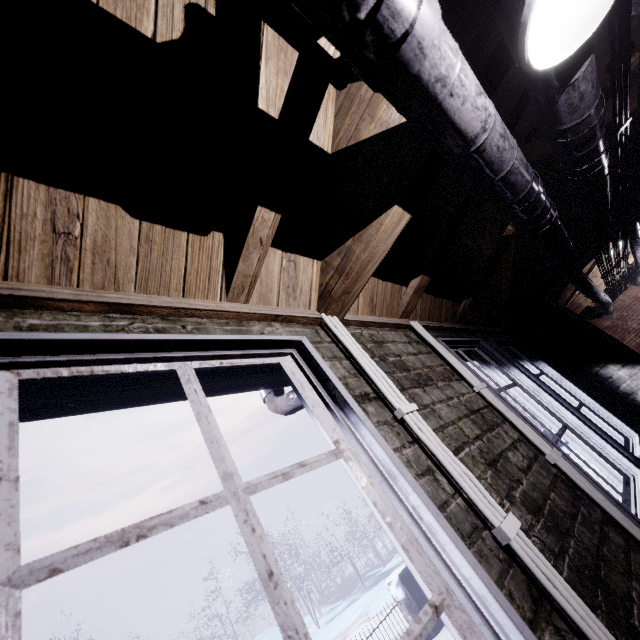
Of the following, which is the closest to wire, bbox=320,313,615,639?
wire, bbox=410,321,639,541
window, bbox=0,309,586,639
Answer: window, bbox=0,309,586,639

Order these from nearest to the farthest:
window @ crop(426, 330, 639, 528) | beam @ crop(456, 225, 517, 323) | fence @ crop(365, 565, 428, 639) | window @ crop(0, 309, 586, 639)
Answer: window @ crop(0, 309, 586, 639) < window @ crop(426, 330, 639, 528) < beam @ crop(456, 225, 517, 323) < fence @ crop(365, 565, 428, 639)

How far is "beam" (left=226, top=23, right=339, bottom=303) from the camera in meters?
0.9 m

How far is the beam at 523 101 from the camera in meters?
1.6 m

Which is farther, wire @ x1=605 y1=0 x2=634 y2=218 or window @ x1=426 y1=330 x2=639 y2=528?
window @ x1=426 y1=330 x2=639 y2=528

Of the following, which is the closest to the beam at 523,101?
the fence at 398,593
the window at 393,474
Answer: the window at 393,474

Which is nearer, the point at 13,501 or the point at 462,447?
the point at 13,501

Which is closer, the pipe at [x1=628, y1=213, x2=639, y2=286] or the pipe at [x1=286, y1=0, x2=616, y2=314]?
the pipe at [x1=286, y1=0, x2=616, y2=314]
